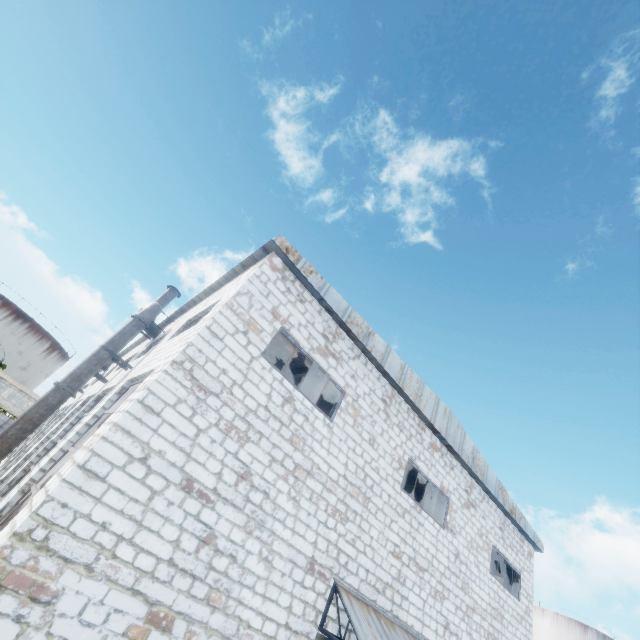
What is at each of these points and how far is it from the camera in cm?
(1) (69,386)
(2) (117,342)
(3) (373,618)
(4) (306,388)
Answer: (1) pipe, 1020
(2) pipe, 1134
(3) awning, 783
(4) column beam, 1441

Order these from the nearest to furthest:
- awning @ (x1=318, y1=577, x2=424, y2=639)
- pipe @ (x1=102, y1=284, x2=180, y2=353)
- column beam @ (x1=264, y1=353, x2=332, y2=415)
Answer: awning @ (x1=318, y1=577, x2=424, y2=639) < pipe @ (x1=102, y1=284, x2=180, y2=353) < column beam @ (x1=264, y1=353, x2=332, y2=415)

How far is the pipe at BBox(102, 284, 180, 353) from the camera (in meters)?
11.37

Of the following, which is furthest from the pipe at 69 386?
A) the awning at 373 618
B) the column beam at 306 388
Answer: the awning at 373 618

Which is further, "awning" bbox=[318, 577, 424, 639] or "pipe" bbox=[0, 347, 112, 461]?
"pipe" bbox=[0, 347, 112, 461]

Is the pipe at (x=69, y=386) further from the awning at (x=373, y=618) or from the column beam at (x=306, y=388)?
the awning at (x=373, y=618)

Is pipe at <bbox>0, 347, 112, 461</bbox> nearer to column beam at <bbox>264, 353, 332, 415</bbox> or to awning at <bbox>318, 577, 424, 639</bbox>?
column beam at <bbox>264, 353, 332, 415</bbox>
